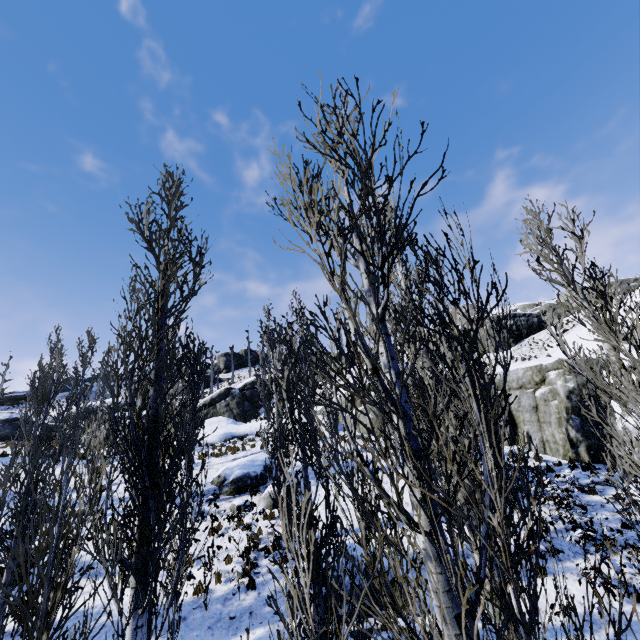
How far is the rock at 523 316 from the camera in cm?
3884

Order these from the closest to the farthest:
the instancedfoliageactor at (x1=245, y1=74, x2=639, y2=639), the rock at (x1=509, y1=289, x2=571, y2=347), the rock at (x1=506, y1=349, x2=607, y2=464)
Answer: the instancedfoliageactor at (x1=245, y1=74, x2=639, y2=639) < the rock at (x1=506, y1=349, x2=607, y2=464) < the rock at (x1=509, y1=289, x2=571, y2=347)

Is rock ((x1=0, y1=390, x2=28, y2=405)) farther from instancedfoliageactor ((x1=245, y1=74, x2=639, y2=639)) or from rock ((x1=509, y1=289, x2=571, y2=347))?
rock ((x1=509, y1=289, x2=571, y2=347))

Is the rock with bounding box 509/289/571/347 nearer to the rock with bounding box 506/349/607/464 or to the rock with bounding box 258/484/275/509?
the rock with bounding box 506/349/607/464

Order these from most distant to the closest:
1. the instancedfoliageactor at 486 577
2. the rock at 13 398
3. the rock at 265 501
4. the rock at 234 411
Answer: the rock at 13 398
the rock at 234 411
the rock at 265 501
the instancedfoliageactor at 486 577

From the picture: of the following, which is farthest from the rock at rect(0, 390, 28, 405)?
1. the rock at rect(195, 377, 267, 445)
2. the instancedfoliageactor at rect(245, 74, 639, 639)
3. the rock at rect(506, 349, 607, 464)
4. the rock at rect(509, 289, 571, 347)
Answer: the rock at rect(506, 349, 607, 464)

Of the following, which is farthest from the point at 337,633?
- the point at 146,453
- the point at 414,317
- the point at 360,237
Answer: the point at 360,237

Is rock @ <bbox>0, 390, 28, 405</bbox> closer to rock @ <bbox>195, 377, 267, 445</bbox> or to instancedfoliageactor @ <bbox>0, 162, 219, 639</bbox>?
instancedfoliageactor @ <bbox>0, 162, 219, 639</bbox>
